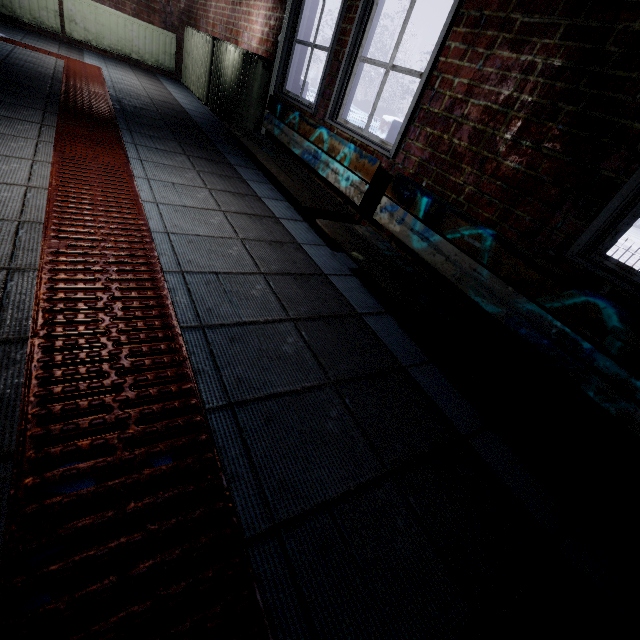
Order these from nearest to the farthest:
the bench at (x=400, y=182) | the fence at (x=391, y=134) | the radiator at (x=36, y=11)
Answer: the bench at (x=400, y=182), the radiator at (x=36, y=11), the fence at (x=391, y=134)

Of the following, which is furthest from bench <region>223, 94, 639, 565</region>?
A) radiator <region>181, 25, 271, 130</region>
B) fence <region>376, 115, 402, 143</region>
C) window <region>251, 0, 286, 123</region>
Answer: fence <region>376, 115, 402, 143</region>

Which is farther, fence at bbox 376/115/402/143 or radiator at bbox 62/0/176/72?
fence at bbox 376/115/402/143

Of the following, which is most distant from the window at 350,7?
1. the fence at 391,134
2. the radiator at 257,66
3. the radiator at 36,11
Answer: the fence at 391,134

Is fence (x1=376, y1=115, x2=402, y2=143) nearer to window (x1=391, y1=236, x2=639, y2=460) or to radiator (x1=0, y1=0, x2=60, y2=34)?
window (x1=391, y1=236, x2=639, y2=460)

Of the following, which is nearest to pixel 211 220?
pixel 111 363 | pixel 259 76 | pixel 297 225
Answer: pixel 297 225

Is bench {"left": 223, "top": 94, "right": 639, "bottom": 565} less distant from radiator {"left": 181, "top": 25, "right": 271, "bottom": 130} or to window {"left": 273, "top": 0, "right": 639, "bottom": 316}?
window {"left": 273, "top": 0, "right": 639, "bottom": 316}

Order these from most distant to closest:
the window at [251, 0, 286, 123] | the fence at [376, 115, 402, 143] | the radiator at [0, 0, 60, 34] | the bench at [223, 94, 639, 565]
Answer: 1. the fence at [376, 115, 402, 143]
2. the radiator at [0, 0, 60, 34]
3. the window at [251, 0, 286, 123]
4. the bench at [223, 94, 639, 565]
